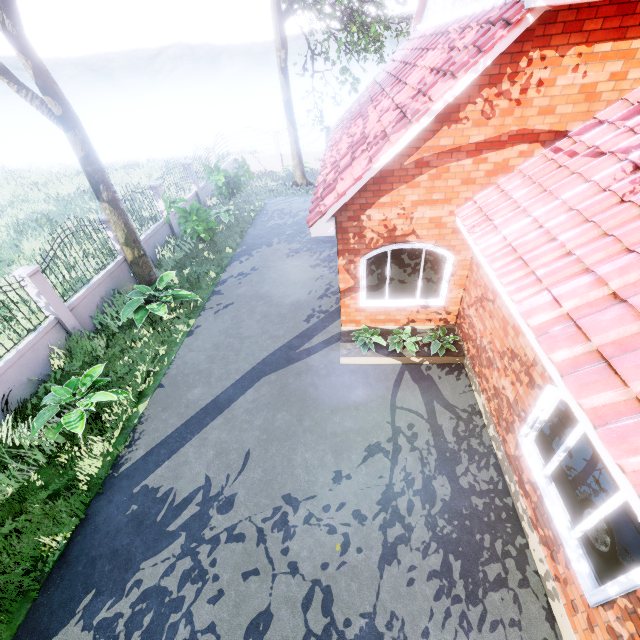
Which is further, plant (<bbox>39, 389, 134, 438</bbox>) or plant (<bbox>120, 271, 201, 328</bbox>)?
plant (<bbox>120, 271, 201, 328</bbox>)

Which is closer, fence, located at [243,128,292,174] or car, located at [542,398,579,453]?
car, located at [542,398,579,453]

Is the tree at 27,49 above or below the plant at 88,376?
above

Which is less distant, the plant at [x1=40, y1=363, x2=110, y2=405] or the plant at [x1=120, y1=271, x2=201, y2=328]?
the plant at [x1=40, y1=363, x2=110, y2=405]

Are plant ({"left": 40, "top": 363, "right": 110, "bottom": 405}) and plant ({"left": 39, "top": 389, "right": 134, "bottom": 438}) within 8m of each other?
yes

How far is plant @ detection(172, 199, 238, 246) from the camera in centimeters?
1126cm

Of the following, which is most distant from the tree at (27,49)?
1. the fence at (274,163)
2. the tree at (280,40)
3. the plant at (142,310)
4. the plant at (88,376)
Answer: the fence at (274,163)

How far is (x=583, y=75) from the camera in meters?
4.9 m
